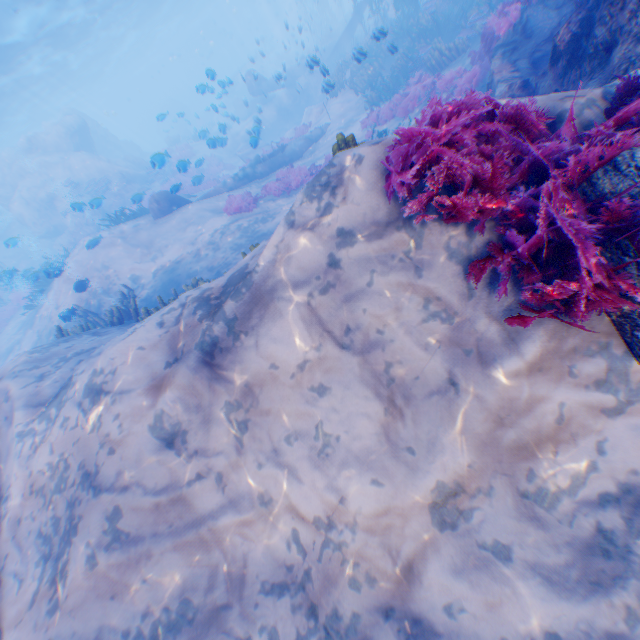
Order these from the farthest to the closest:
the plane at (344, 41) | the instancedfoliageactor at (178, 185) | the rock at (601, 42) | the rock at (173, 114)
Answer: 1. the plane at (344, 41)
2. the rock at (173, 114)
3. the instancedfoliageactor at (178, 185)
4. the rock at (601, 42)

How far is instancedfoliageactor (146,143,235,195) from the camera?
11.3m

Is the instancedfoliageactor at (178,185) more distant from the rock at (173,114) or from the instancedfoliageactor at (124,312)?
the instancedfoliageactor at (124,312)

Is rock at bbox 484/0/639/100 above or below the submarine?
below

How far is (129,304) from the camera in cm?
1044

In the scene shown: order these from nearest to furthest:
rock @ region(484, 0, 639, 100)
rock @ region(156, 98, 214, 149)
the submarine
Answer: rock @ region(484, 0, 639, 100) < rock @ region(156, 98, 214, 149) < the submarine

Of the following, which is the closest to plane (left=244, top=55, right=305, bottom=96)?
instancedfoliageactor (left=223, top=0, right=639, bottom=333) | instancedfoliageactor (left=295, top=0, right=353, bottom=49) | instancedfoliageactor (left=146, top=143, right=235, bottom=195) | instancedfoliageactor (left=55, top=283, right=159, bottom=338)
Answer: instancedfoliageactor (left=295, top=0, right=353, bottom=49)

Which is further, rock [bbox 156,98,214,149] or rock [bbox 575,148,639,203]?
rock [bbox 156,98,214,149]
